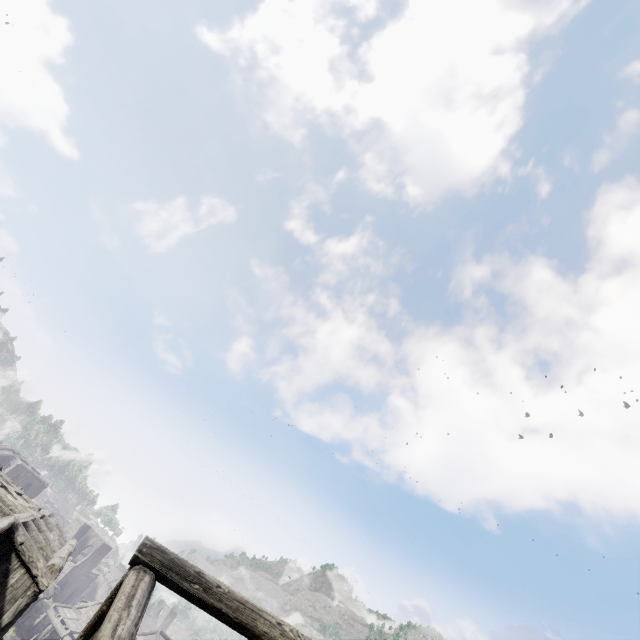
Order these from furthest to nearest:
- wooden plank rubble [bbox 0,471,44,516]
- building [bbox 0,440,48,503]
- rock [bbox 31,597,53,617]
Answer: building [bbox 0,440,48,503], rock [bbox 31,597,53,617], wooden plank rubble [bbox 0,471,44,516]

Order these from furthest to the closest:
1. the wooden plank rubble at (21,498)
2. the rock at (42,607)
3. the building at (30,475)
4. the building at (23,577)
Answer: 1. the building at (30,475)
2. the rock at (42,607)
3. the wooden plank rubble at (21,498)
4. the building at (23,577)

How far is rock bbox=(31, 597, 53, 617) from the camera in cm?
3858

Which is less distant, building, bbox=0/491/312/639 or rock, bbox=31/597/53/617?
building, bbox=0/491/312/639

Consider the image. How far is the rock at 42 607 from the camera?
38.6 meters

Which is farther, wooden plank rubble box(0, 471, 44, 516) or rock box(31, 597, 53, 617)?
rock box(31, 597, 53, 617)

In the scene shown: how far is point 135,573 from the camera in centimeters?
506cm

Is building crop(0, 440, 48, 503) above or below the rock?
above
